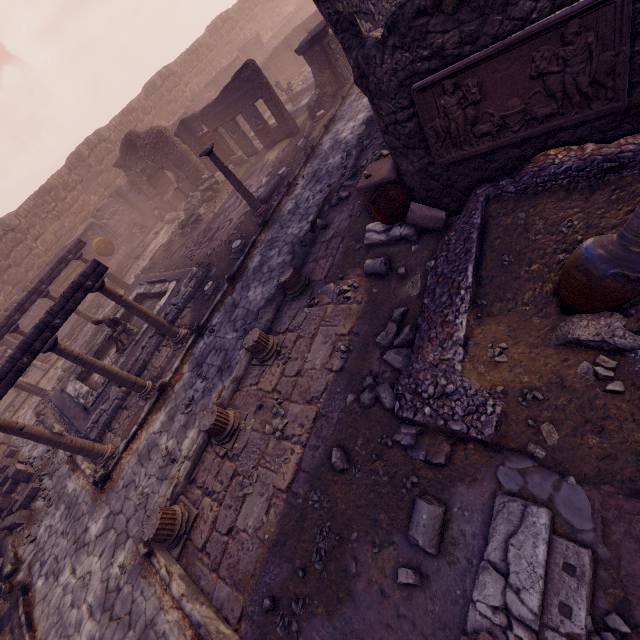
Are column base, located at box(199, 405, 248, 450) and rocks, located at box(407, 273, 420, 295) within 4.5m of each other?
yes

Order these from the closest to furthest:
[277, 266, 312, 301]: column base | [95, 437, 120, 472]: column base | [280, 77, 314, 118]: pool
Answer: [277, 266, 312, 301]: column base, [95, 437, 120, 472]: column base, [280, 77, 314, 118]: pool

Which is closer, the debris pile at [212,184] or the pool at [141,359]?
the pool at [141,359]

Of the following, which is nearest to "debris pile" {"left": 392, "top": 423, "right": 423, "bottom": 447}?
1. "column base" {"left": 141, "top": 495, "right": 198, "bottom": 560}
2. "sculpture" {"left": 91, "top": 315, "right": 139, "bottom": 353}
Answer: "column base" {"left": 141, "top": 495, "right": 198, "bottom": 560}

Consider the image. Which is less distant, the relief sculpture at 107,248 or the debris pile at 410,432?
the debris pile at 410,432

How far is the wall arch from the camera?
14.7 meters

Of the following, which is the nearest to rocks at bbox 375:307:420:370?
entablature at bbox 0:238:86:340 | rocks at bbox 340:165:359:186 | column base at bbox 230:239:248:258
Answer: rocks at bbox 340:165:359:186

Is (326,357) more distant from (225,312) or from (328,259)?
(225,312)
